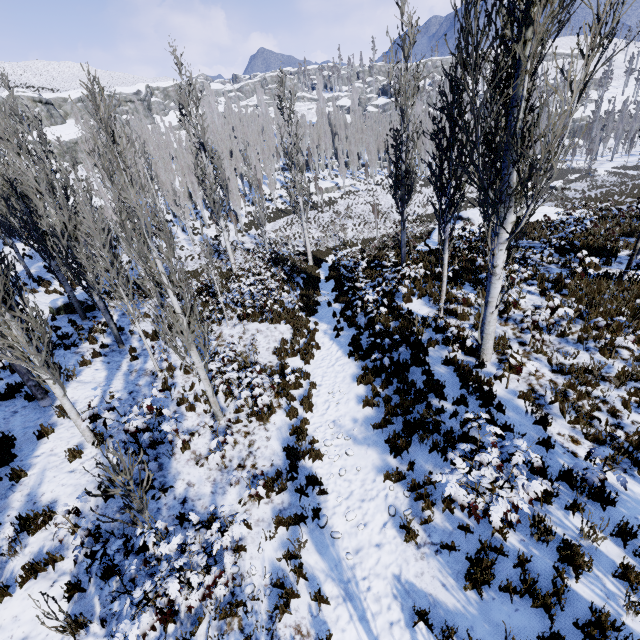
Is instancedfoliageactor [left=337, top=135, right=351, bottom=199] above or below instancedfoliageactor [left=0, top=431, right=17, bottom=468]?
above

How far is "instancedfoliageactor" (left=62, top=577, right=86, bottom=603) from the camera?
5.0m

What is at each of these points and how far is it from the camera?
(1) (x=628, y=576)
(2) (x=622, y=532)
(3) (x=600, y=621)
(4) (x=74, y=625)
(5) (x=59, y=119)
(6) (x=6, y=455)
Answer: (1) instancedfoliageactor, 4.1m
(2) instancedfoliageactor, 4.5m
(3) instancedfoliageactor, 3.9m
(4) instancedfoliageactor, 4.7m
(5) rock, 56.9m
(6) instancedfoliageactor, 7.1m

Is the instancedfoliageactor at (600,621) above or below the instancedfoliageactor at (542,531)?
below

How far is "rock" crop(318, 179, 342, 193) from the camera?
53.34m

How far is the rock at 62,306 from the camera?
15.0m

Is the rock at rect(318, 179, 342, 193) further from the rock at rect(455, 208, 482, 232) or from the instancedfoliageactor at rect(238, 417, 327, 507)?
the rock at rect(455, 208, 482, 232)

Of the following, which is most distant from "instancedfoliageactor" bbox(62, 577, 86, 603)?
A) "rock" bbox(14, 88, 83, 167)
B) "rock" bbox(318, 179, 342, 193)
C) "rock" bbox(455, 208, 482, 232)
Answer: "rock" bbox(455, 208, 482, 232)
